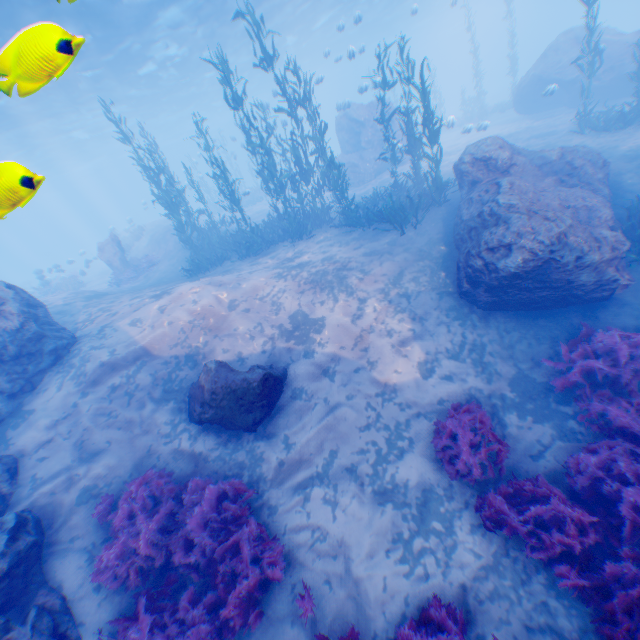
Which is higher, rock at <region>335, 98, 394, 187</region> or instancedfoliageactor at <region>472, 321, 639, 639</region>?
rock at <region>335, 98, 394, 187</region>

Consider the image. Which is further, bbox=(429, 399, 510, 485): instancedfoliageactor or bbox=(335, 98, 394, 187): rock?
bbox=(335, 98, 394, 187): rock

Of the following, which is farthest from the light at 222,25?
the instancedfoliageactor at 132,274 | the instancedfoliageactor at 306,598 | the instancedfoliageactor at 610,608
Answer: the instancedfoliageactor at 132,274

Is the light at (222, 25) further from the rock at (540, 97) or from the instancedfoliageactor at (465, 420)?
the instancedfoliageactor at (465, 420)

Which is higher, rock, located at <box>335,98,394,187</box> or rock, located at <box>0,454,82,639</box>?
rock, located at <box>335,98,394,187</box>

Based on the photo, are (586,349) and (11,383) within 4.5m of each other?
no

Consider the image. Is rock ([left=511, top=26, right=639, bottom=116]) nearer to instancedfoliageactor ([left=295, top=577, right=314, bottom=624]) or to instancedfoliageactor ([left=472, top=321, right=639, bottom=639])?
instancedfoliageactor ([left=472, top=321, right=639, bottom=639])

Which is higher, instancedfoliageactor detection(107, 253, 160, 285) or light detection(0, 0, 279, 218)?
light detection(0, 0, 279, 218)
